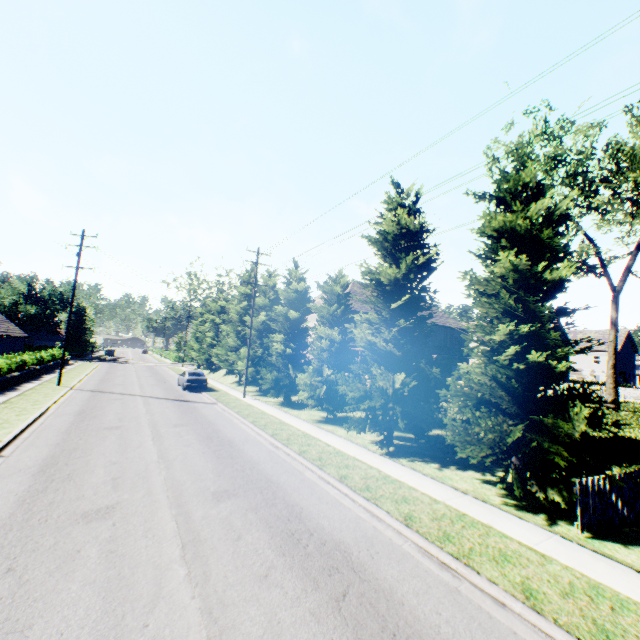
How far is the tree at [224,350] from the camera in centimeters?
3219cm

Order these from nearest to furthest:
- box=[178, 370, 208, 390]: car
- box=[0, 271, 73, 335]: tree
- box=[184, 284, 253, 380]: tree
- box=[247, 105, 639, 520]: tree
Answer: box=[247, 105, 639, 520]: tree, box=[178, 370, 208, 390]: car, box=[184, 284, 253, 380]: tree, box=[0, 271, 73, 335]: tree

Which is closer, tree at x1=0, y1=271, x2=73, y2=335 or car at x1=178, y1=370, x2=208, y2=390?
car at x1=178, y1=370, x2=208, y2=390

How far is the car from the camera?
26.3m

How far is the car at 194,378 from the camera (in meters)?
26.28

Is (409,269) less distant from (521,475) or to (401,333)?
(401,333)

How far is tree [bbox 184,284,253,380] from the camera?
32.2 meters
